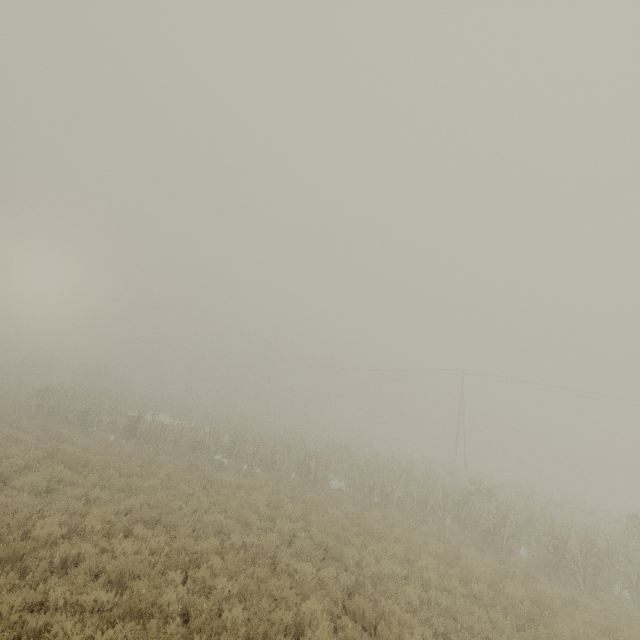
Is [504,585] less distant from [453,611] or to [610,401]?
[453,611]
